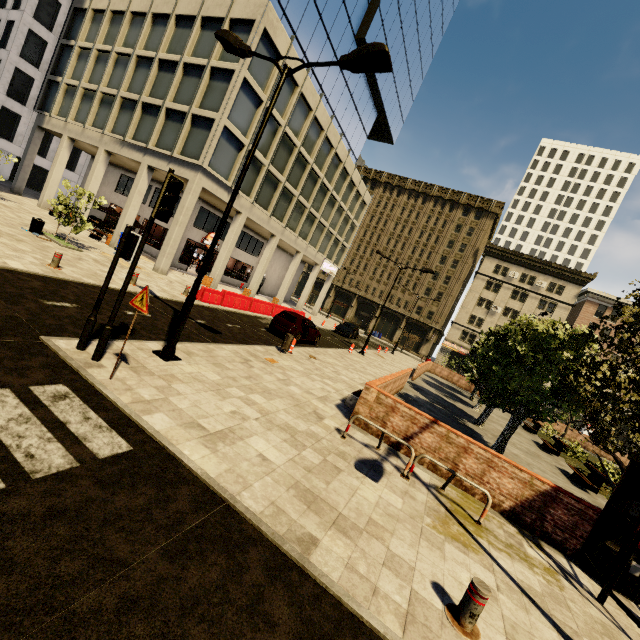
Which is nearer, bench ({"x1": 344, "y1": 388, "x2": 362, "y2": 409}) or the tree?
the tree

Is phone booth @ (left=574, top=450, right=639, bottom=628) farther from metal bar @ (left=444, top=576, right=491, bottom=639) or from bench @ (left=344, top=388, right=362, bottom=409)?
bench @ (left=344, top=388, right=362, bottom=409)

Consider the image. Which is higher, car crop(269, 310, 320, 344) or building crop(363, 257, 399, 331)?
building crop(363, 257, 399, 331)

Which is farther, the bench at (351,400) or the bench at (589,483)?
the bench at (589,483)

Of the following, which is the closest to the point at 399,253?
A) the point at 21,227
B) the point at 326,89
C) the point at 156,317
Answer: the point at 326,89

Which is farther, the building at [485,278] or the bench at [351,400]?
the building at [485,278]

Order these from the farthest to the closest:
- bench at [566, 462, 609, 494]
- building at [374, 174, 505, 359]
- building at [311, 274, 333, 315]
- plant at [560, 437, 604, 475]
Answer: building at [374, 174, 505, 359] < building at [311, 274, 333, 315] < plant at [560, 437, 604, 475] < bench at [566, 462, 609, 494]

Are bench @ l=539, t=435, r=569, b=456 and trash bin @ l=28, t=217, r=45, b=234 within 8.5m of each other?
no
